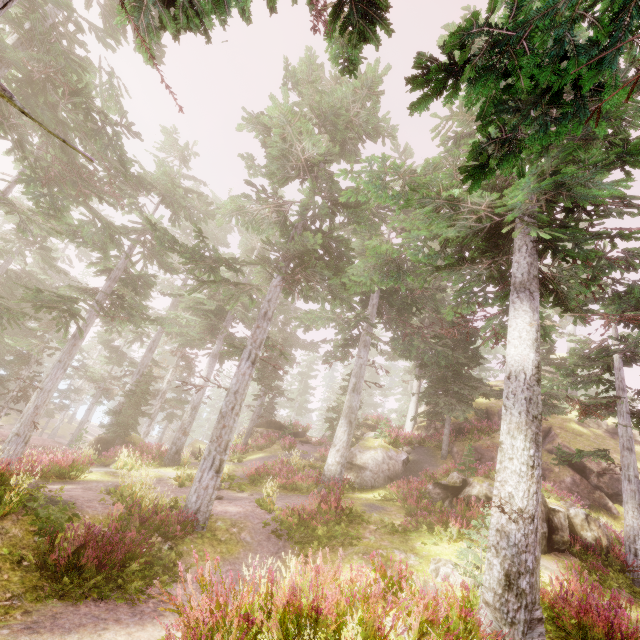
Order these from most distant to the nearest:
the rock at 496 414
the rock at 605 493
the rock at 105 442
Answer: the rock at 496 414 < the rock at 105 442 < the rock at 605 493

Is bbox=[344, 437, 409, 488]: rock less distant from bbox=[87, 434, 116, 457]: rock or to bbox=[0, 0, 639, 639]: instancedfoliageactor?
bbox=[0, 0, 639, 639]: instancedfoliageactor

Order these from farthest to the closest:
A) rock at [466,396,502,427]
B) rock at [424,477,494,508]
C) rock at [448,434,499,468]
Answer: rock at [466,396,502,427] < rock at [448,434,499,468] < rock at [424,477,494,508]

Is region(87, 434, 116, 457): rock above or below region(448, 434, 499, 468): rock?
below

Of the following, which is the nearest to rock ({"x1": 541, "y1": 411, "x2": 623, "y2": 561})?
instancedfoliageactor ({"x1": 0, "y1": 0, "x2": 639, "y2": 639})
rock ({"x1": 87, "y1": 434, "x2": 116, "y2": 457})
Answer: instancedfoliageactor ({"x1": 0, "y1": 0, "x2": 639, "y2": 639})

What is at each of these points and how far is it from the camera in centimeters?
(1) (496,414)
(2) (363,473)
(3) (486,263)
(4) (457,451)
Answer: (1) rock, 2372cm
(2) rock, 1777cm
(3) instancedfoliageactor, 1155cm
(4) rock, 2048cm

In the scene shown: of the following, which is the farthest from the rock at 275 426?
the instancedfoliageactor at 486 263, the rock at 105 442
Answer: the rock at 105 442

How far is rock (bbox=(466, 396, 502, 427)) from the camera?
23.0 meters
